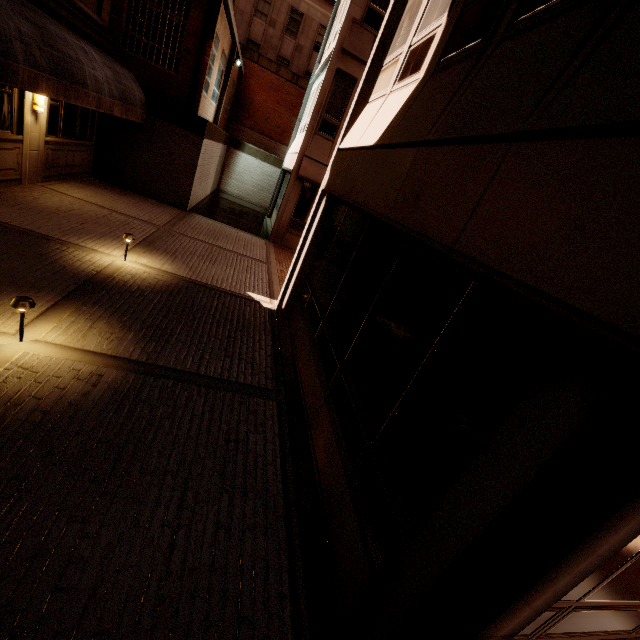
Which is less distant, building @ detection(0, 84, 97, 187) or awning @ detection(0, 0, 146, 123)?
awning @ detection(0, 0, 146, 123)

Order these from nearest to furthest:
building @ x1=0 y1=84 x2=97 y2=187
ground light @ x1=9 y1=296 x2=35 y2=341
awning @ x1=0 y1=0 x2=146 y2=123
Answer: ground light @ x1=9 y1=296 x2=35 y2=341 < awning @ x1=0 y1=0 x2=146 y2=123 < building @ x1=0 y1=84 x2=97 y2=187

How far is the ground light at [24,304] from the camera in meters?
3.7 m

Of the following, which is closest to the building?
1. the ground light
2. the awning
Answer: the awning

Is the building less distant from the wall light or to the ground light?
the wall light

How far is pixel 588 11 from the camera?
2.0m

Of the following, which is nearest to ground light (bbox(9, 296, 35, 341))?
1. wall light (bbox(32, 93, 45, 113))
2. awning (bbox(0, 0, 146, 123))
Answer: awning (bbox(0, 0, 146, 123))

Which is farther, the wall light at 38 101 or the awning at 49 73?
the wall light at 38 101
